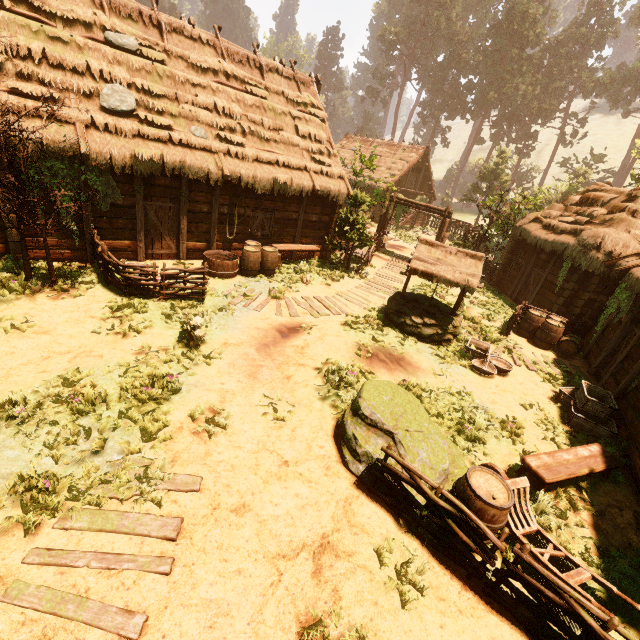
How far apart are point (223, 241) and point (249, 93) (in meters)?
6.18

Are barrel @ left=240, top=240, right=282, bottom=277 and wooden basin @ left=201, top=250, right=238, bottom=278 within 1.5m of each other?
yes

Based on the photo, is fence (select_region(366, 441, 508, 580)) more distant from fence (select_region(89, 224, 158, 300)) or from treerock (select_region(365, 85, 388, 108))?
fence (select_region(89, 224, 158, 300))

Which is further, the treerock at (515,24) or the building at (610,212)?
the treerock at (515,24)

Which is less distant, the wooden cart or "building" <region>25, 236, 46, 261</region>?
"building" <region>25, 236, 46, 261</region>

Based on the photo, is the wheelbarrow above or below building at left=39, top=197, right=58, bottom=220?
below

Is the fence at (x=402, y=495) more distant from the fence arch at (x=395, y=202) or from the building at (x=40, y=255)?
the fence arch at (x=395, y=202)

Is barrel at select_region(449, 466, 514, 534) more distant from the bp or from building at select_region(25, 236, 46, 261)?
the bp
